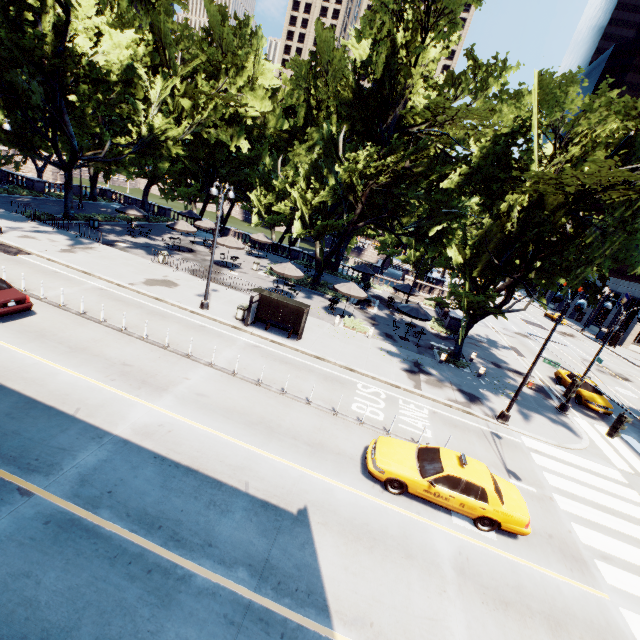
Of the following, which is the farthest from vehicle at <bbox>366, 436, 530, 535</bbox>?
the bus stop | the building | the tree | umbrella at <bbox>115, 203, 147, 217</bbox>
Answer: the building

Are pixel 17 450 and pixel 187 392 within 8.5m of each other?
yes

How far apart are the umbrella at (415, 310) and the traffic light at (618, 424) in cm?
1373

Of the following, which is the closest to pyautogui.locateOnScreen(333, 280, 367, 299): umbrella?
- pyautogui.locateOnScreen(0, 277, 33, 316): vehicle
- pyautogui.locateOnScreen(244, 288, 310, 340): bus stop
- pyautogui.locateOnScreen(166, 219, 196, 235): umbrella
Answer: pyautogui.locateOnScreen(244, 288, 310, 340): bus stop

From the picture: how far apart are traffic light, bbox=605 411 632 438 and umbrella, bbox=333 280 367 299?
16.51m

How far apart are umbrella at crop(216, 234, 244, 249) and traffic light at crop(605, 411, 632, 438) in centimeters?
2746cm

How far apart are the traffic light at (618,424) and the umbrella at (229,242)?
27.5m

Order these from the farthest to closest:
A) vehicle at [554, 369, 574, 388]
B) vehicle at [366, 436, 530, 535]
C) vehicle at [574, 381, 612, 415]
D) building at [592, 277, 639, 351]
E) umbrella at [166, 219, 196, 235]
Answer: building at [592, 277, 639, 351] → umbrella at [166, 219, 196, 235] → vehicle at [554, 369, 574, 388] → vehicle at [574, 381, 612, 415] → vehicle at [366, 436, 530, 535]
